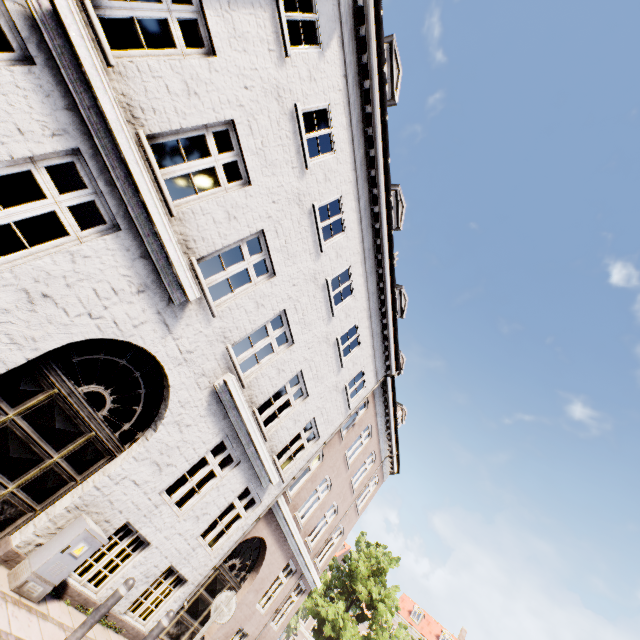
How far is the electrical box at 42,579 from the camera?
4.7m

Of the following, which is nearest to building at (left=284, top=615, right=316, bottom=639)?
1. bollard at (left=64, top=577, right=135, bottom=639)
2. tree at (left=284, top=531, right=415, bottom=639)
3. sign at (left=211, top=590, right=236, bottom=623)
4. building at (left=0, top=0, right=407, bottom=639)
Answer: tree at (left=284, top=531, right=415, bottom=639)

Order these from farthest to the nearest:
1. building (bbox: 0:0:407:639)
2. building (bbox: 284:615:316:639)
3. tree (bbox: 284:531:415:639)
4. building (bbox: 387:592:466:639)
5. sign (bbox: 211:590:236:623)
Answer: building (bbox: 284:615:316:639) < building (bbox: 387:592:466:639) < tree (bbox: 284:531:415:639) < sign (bbox: 211:590:236:623) < building (bbox: 0:0:407:639)

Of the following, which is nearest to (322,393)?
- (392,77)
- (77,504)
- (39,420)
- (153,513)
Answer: (153,513)

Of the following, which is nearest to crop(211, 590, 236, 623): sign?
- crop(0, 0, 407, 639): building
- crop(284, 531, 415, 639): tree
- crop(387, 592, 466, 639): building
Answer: crop(0, 0, 407, 639): building

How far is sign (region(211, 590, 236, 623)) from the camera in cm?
653

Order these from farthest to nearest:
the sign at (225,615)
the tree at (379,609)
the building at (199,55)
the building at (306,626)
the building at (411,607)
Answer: the building at (306,626)
the building at (411,607)
the tree at (379,609)
the sign at (225,615)
the building at (199,55)

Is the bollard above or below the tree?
below
